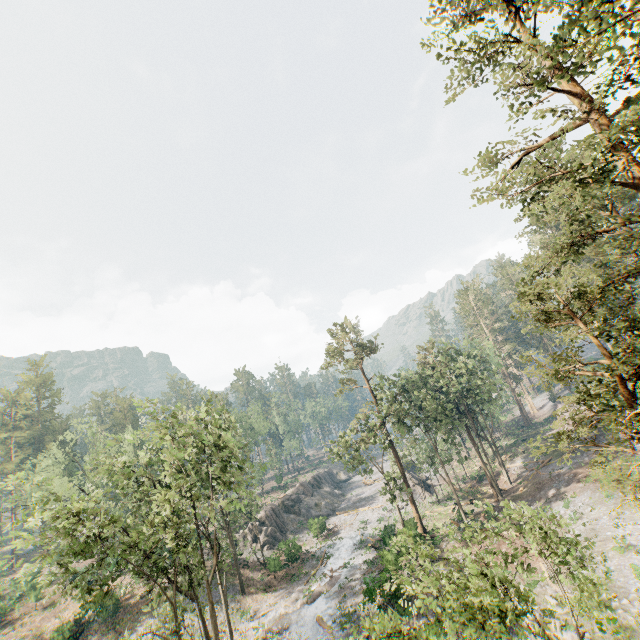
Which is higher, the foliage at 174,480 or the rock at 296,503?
the foliage at 174,480

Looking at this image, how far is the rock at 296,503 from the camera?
45.0 meters

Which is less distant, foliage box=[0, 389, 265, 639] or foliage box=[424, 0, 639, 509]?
foliage box=[424, 0, 639, 509]

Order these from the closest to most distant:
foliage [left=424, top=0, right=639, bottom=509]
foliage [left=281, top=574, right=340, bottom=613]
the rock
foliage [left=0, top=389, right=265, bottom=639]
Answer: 1. foliage [left=424, top=0, right=639, bottom=509]
2. foliage [left=0, top=389, right=265, bottom=639]
3. foliage [left=281, top=574, right=340, bottom=613]
4. the rock

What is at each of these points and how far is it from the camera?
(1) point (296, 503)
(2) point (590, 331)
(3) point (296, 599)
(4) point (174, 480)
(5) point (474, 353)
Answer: (1) rock, 55.3 meters
(2) foliage, 13.4 meters
(3) foliage, 30.6 meters
(4) foliage, 25.1 meters
(5) foliage, 42.4 meters

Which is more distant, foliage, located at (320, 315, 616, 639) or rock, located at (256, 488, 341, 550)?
rock, located at (256, 488, 341, 550)

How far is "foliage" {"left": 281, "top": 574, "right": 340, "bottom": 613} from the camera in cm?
2942
